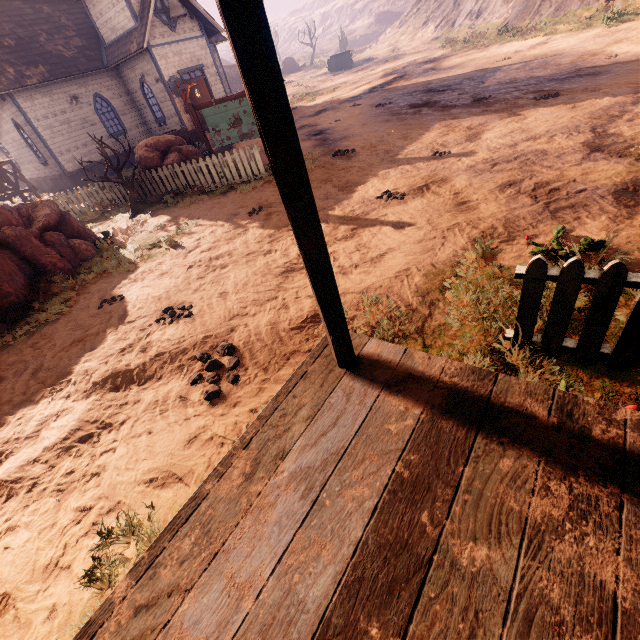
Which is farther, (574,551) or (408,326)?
(408,326)

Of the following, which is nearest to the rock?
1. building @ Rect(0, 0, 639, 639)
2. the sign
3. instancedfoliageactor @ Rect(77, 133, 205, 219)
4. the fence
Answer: building @ Rect(0, 0, 639, 639)

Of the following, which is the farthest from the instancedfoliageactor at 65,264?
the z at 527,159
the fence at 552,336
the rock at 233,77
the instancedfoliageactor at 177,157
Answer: the rock at 233,77

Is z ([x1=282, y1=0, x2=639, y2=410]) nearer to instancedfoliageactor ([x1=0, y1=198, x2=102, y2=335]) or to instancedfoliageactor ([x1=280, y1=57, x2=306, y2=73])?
instancedfoliageactor ([x1=0, y1=198, x2=102, y2=335])

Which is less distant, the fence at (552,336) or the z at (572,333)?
the fence at (552,336)

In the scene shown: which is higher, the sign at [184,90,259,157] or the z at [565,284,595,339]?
A: the sign at [184,90,259,157]

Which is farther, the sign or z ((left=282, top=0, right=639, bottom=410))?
the sign

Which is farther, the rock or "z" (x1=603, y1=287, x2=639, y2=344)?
the rock
